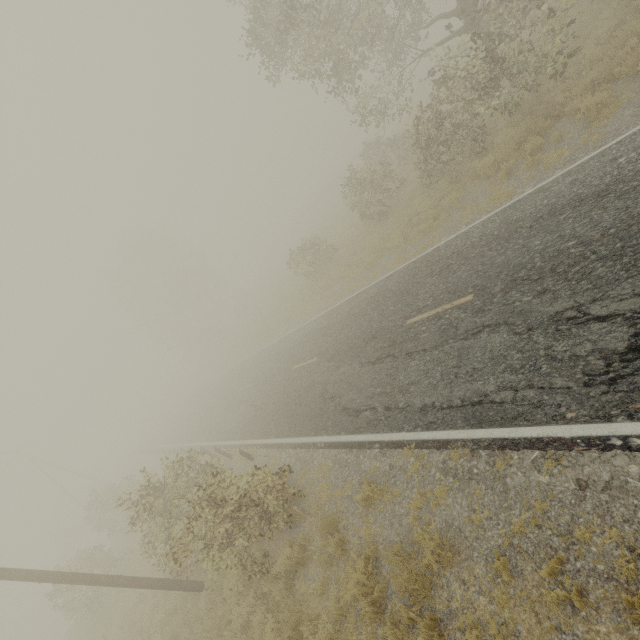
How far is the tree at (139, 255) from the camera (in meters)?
41.94

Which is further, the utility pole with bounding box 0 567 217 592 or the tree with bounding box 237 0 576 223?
the tree with bounding box 237 0 576 223

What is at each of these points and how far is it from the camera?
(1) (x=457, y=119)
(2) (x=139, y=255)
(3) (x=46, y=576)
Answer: (1) tree, 18.98m
(2) tree, 43.72m
(3) utility pole, 8.47m

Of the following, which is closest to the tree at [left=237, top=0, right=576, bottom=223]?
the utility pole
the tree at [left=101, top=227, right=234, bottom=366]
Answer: the utility pole

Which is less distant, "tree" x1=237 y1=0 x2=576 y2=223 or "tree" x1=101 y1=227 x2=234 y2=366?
"tree" x1=237 y1=0 x2=576 y2=223

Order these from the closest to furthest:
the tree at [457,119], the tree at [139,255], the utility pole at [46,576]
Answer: the utility pole at [46,576] → the tree at [457,119] → the tree at [139,255]
